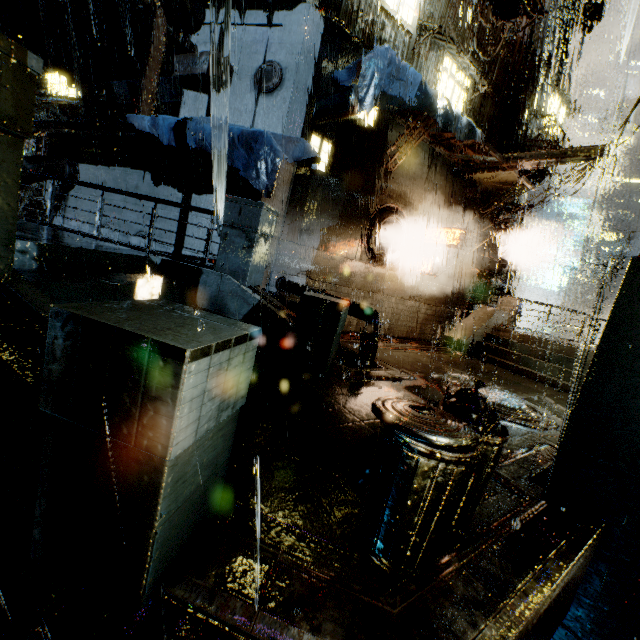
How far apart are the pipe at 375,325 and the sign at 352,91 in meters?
4.9 m

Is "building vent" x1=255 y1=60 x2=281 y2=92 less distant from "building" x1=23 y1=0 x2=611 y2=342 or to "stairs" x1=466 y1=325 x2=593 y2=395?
"building" x1=23 y1=0 x2=611 y2=342

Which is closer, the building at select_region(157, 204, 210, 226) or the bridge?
the bridge

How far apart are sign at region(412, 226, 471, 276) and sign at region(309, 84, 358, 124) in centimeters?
682cm

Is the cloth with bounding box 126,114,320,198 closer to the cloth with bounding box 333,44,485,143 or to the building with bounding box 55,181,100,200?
the building with bounding box 55,181,100,200

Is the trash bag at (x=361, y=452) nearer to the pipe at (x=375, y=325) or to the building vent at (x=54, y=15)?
the pipe at (x=375, y=325)

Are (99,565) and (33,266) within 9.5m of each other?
yes

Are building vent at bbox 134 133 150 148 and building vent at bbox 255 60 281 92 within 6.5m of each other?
yes
